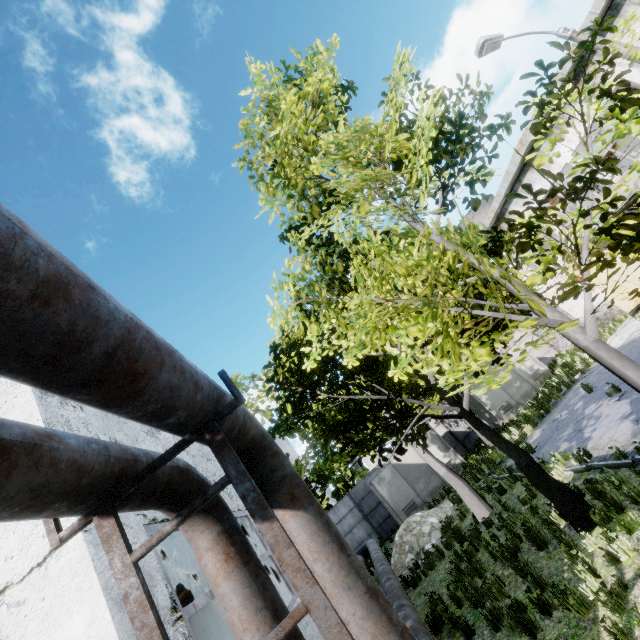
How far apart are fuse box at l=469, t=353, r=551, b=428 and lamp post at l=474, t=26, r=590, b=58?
16.7 meters

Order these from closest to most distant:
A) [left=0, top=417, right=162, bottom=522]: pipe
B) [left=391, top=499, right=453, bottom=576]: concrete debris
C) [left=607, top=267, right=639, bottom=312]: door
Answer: [left=0, top=417, right=162, bottom=522]: pipe
[left=391, top=499, right=453, bottom=576]: concrete debris
[left=607, top=267, right=639, bottom=312]: door

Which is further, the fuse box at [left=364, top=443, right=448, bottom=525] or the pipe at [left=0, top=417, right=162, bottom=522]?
the fuse box at [left=364, top=443, right=448, bottom=525]

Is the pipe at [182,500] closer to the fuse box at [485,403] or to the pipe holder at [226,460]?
the pipe holder at [226,460]

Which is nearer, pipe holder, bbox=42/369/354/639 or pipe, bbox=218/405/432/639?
pipe holder, bbox=42/369/354/639

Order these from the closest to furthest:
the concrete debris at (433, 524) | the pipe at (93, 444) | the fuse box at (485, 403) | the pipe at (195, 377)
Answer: the pipe at (195, 377), the pipe at (93, 444), the concrete debris at (433, 524), the fuse box at (485, 403)

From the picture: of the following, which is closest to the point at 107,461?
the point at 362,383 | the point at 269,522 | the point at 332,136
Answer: the point at 269,522

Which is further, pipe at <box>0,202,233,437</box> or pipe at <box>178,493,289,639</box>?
pipe at <box>178,493,289,639</box>
